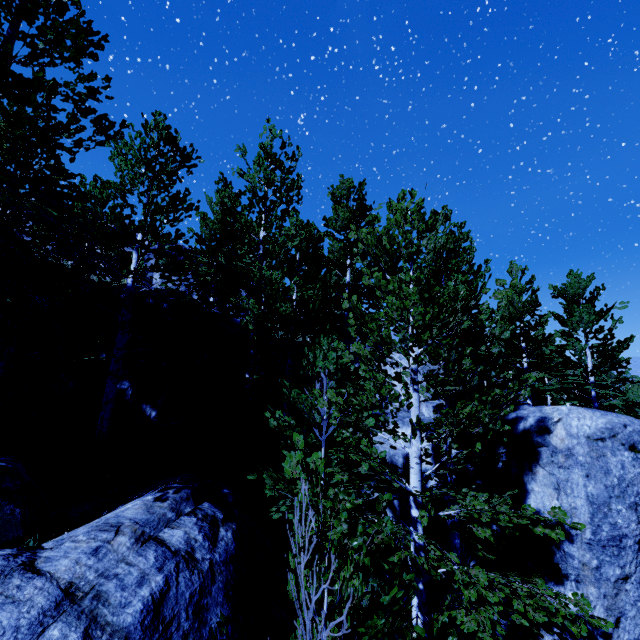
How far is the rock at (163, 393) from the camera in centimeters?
905cm

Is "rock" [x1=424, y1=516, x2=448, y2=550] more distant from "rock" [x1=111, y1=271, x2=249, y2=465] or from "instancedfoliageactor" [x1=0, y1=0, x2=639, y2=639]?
"rock" [x1=111, y1=271, x2=249, y2=465]

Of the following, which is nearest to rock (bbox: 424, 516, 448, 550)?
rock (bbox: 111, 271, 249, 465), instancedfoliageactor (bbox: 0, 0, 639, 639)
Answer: instancedfoliageactor (bbox: 0, 0, 639, 639)

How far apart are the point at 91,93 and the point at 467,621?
9.1m

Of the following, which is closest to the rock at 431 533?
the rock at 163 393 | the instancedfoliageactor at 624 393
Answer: the instancedfoliageactor at 624 393
